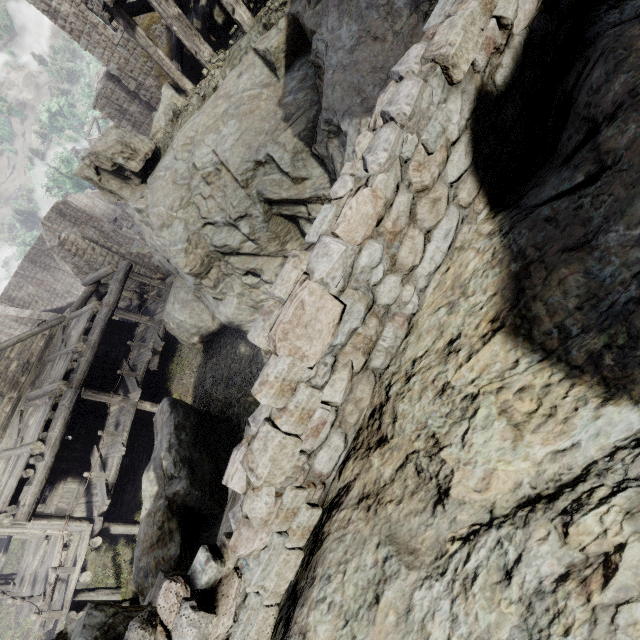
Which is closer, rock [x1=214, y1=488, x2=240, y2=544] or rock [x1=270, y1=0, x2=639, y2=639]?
rock [x1=270, y1=0, x2=639, y2=639]

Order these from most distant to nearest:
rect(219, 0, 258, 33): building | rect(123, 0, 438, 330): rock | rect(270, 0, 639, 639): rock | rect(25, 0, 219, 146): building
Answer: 1. rect(25, 0, 219, 146): building
2. rect(219, 0, 258, 33): building
3. rect(123, 0, 438, 330): rock
4. rect(270, 0, 639, 639): rock

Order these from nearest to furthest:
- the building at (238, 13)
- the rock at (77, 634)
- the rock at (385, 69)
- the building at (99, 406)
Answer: the rock at (77, 634) < the rock at (385, 69) < the building at (238, 13) < the building at (99, 406)

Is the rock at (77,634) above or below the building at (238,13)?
below

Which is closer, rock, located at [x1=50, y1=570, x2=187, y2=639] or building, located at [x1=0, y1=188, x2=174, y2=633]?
rock, located at [x1=50, y1=570, x2=187, y2=639]

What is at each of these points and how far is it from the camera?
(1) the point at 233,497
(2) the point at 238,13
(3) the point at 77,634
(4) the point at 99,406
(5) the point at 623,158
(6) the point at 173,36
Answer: (1) rock, 3.62m
(2) building, 8.70m
(3) rock, 3.72m
(4) building, 14.78m
(5) rock, 1.31m
(6) building, 11.78m

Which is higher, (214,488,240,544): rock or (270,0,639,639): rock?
(270,0,639,639): rock
